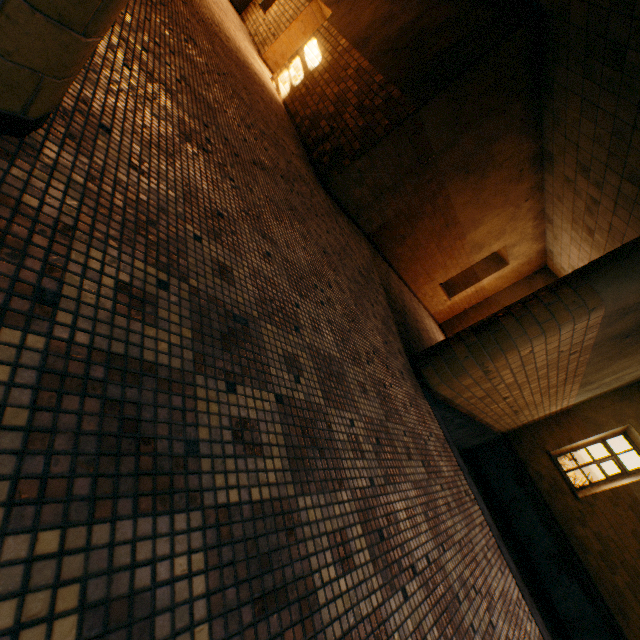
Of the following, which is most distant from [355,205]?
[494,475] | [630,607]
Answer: [630,607]
